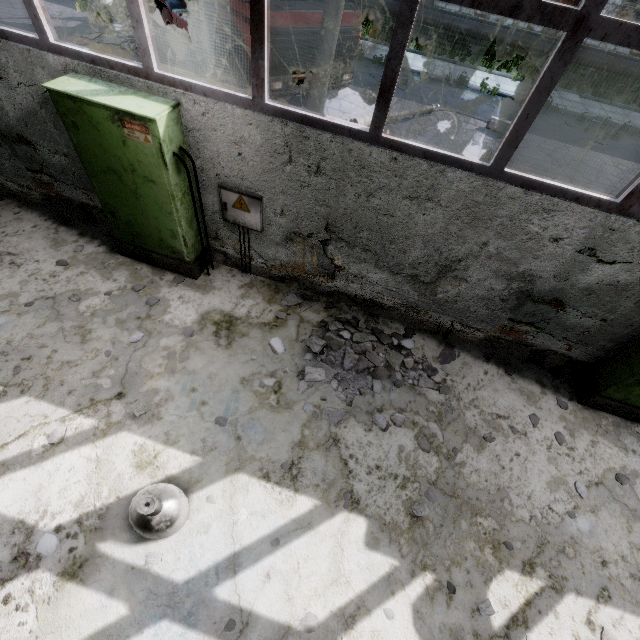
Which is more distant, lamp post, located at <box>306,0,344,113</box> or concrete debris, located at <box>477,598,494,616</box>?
lamp post, located at <box>306,0,344,113</box>

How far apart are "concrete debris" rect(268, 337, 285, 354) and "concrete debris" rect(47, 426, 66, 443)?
2.6 meters

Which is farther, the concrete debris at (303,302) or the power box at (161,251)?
the concrete debris at (303,302)

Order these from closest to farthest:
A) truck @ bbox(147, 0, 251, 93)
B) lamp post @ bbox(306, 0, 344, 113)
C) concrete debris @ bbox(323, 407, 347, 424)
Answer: concrete debris @ bbox(323, 407, 347, 424) → lamp post @ bbox(306, 0, 344, 113) → truck @ bbox(147, 0, 251, 93)

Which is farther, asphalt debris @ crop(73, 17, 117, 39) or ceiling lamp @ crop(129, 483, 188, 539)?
asphalt debris @ crop(73, 17, 117, 39)

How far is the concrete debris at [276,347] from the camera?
4.77m

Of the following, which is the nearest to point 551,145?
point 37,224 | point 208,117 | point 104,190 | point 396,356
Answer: point 396,356

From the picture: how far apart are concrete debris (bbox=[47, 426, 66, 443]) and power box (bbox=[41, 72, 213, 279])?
2.69m
